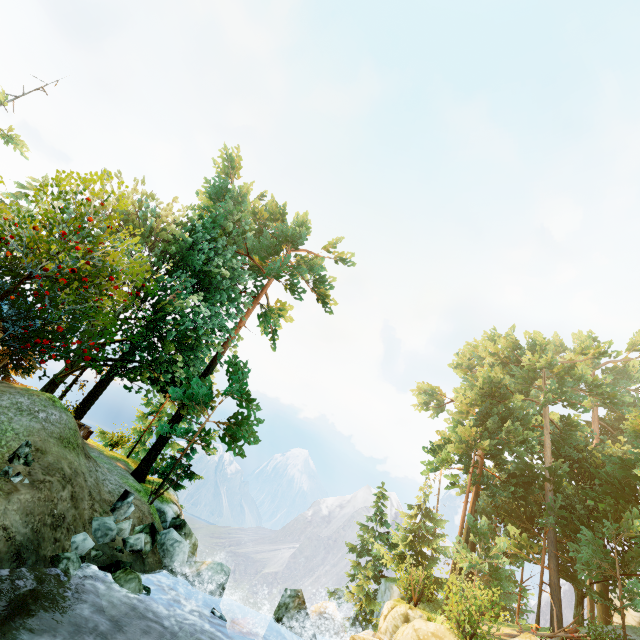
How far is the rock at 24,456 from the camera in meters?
8.2

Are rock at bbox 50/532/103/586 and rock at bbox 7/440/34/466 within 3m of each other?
yes

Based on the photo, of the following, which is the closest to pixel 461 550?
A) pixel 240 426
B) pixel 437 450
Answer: pixel 437 450

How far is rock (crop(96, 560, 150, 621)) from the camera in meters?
7.9 m

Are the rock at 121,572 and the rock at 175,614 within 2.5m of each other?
yes

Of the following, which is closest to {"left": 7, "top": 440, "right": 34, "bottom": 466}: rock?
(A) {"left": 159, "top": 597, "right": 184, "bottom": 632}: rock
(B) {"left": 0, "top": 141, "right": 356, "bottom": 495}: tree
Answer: (B) {"left": 0, "top": 141, "right": 356, "bottom": 495}: tree

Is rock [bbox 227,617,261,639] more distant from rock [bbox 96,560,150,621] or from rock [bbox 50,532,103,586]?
rock [bbox 50,532,103,586]

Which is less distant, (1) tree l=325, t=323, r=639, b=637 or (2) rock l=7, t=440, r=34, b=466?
(2) rock l=7, t=440, r=34, b=466
